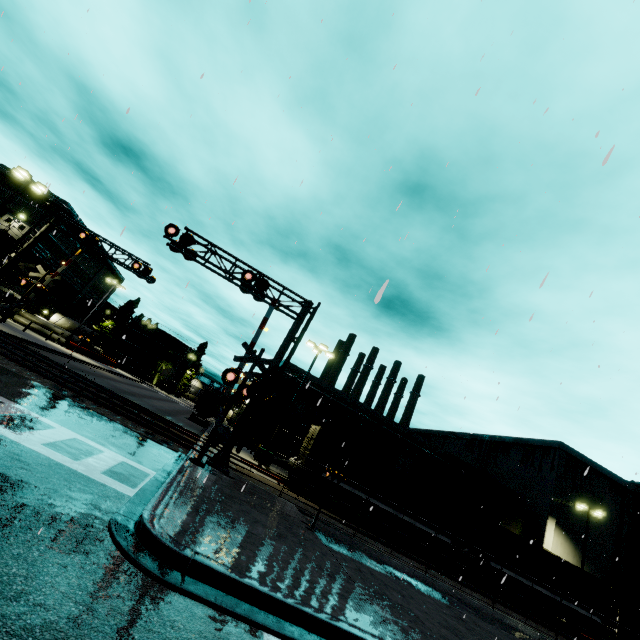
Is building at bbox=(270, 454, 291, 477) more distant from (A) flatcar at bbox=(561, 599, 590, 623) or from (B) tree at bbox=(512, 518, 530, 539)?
(A) flatcar at bbox=(561, 599, 590, 623)

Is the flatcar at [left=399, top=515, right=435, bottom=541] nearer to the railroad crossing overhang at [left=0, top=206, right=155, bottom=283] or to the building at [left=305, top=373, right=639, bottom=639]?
the building at [left=305, top=373, right=639, bottom=639]

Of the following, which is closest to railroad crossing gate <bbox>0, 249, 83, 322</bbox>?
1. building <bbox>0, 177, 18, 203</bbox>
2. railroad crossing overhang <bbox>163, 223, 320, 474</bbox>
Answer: building <bbox>0, 177, 18, 203</bbox>

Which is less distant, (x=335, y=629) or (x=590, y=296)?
(x=335, y=629)

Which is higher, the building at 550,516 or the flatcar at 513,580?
the building at 550,516

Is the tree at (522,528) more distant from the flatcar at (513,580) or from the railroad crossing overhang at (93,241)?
the railroad crossing overhang at (93,241)

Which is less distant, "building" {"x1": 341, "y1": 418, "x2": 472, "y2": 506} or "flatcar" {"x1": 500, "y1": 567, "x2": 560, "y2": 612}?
"flatcar" {"x1": 500, "y1": 567, "x2": 560, "y2": 612}
